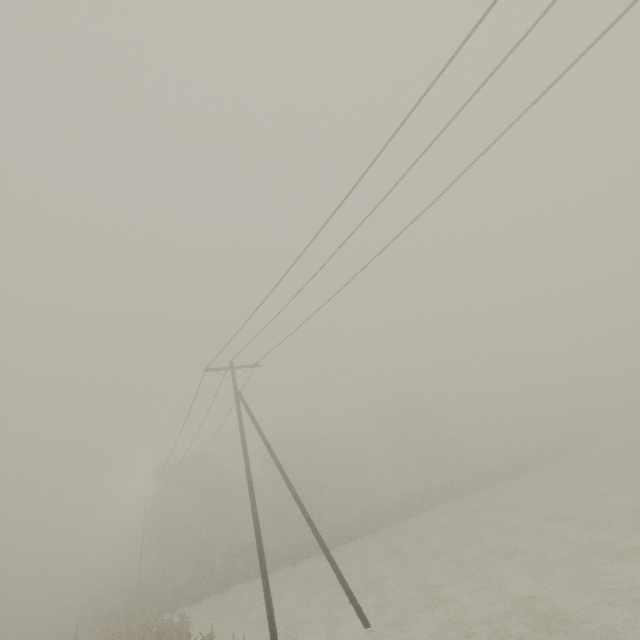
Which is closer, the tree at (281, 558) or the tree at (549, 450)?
the tree at (281, 558)

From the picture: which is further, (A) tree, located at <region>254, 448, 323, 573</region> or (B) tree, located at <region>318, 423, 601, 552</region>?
(B) tree, located at <region>318, 423, 601, 552</region>

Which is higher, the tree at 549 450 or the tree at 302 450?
the tree at 302 450

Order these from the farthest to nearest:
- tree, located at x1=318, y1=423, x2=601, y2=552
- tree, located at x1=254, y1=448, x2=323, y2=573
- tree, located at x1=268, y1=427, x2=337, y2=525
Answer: tree, located at x1=268, y1=427, x2=337, y2=525, tree, located at x1=318, y1=423, x2=601, y2=552, tree, located at x1=254, y1=448, x2=323, y2=573

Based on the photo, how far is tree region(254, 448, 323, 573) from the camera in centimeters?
A: 3331cm

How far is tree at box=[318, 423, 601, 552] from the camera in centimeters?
3550cm

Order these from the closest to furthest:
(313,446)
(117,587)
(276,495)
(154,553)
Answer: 1. (276,495)
2. (117,587)
3. (313,446)
4. (154,553)
